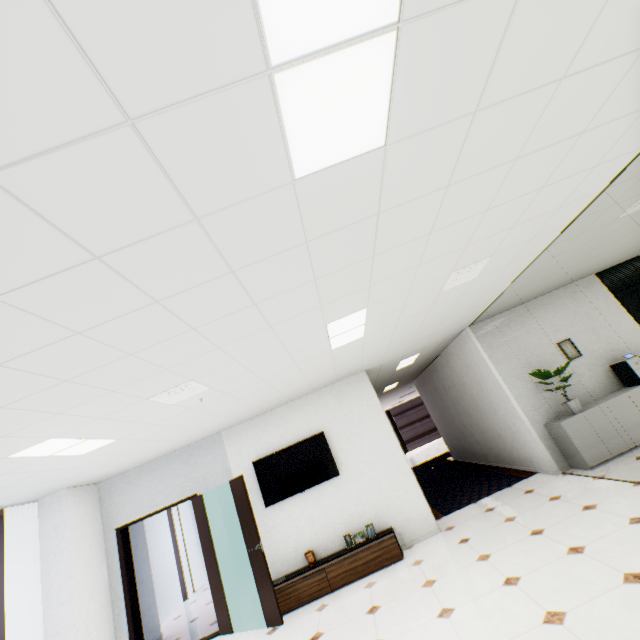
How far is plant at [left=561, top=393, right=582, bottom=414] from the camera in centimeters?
559cm

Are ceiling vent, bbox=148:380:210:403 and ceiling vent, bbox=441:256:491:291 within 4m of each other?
yes

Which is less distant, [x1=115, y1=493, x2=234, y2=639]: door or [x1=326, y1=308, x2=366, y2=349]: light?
[x1=326, y1=308, x2=366, y2=349]: light

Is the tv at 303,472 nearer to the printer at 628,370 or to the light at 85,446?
the light at 85,446

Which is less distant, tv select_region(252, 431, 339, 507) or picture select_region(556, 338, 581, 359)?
tv select_region(252, 431, 339, 507)

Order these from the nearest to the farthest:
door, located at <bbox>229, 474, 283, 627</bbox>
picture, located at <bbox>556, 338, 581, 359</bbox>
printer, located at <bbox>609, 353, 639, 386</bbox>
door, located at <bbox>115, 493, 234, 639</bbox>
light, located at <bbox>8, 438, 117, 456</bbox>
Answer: light, located at <bbox>8, 438, 117, 456</bbox>
door, located at <bbox>229, 474, 283, 627</bbox>
door, located at <bbox>115, 493, 234, 639</bbox>
printer, located at <bbox>609, 353, 639, 386</bbox>
picture, located at <bbox>556, 338, 581, 359</bbox>

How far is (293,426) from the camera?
6.2 meters

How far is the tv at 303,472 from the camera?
5.8 meters
